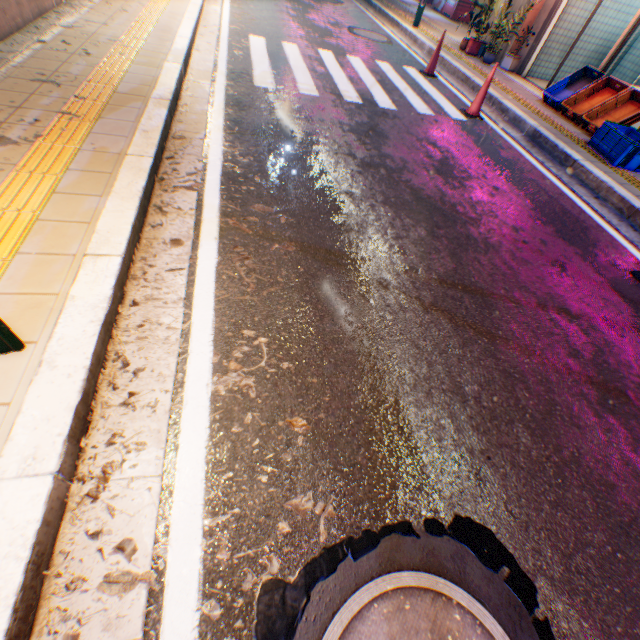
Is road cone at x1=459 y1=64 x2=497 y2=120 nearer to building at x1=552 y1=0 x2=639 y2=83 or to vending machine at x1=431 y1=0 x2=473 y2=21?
building at x1=552 y1=0 x2=639 y2=83

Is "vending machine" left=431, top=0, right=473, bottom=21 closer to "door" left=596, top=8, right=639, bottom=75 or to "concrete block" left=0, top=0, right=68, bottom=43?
"door" left=596, top=8, right=639, bottom=75

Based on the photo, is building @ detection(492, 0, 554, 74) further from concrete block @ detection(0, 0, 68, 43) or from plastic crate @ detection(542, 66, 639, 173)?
concrete block @ detection(0, 0, 68, 43)

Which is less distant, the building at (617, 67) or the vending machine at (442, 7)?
the building at (617, 67)

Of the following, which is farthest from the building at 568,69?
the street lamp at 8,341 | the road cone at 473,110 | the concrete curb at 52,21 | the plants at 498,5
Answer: the concrete curb at 52,21

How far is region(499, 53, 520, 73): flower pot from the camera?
8.8 meters

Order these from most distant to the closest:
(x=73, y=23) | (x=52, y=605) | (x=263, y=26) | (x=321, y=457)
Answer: (x=263, y=26)
(x=73, y=23)
(x=321, y=457)
(x=52, y=605)

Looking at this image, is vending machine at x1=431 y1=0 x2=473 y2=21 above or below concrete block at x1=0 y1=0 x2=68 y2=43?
above
